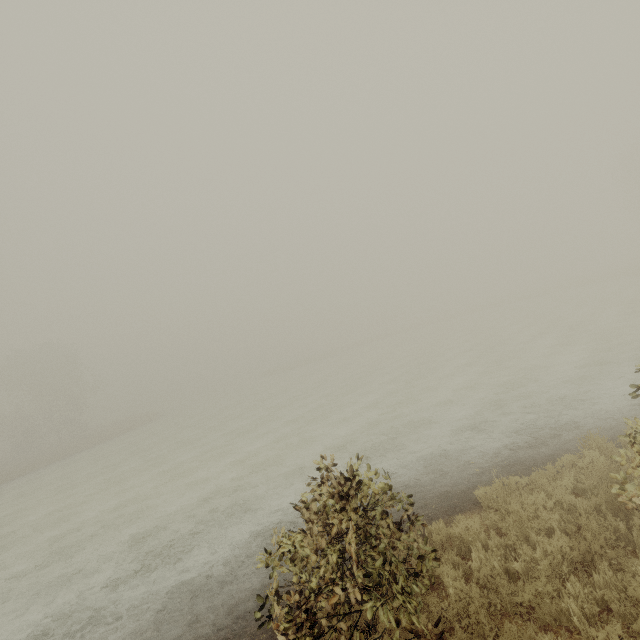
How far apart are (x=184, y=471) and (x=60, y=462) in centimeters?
2397cm
